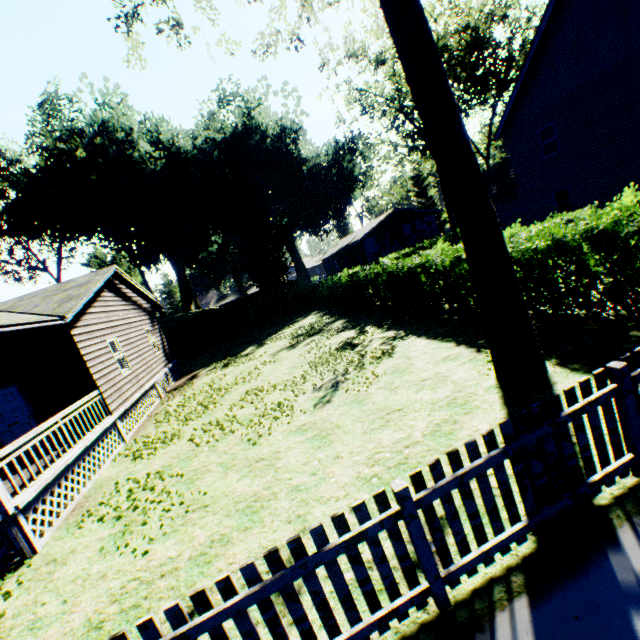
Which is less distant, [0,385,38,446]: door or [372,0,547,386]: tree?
[372,0,547,386]: tree

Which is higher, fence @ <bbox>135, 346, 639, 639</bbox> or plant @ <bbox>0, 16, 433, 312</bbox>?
plant @ <bbox>0, 16, 433, 312</bbox>

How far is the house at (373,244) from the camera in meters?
38.3 m

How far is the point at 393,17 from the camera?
5.0 meters

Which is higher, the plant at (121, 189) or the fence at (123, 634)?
the plant at (121, 189)

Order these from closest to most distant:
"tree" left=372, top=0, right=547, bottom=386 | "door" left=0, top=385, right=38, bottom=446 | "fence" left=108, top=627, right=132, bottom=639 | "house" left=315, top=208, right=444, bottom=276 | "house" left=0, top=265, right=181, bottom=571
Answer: "fence" left=108, top=627, right=132, bottom=639, "tree" left=372, top=0, right=547, bottom=386, "house" left=0, top=265, right=181, bottom=571, "door" left=0, top=385, right=38, bottom=446, "house" left=315, top=208, right=444, bottom=276

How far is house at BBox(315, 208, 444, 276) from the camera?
38.3m

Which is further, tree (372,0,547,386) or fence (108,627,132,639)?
tree (372,0,547,386)
